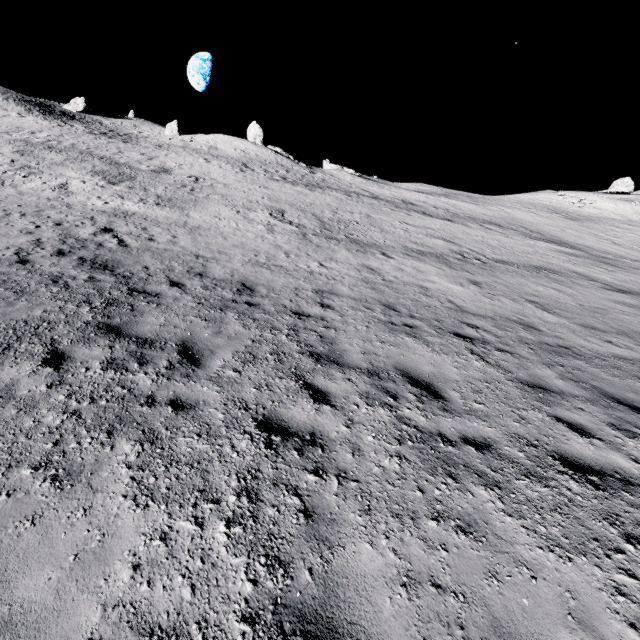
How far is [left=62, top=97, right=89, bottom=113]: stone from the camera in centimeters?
5181cm

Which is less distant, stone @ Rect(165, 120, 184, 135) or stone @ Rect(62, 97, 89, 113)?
stone @ Rect(62, 97, 89, 113)

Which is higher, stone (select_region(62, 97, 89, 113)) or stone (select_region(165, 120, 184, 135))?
stone (select_region(62, 97, 89, 113))

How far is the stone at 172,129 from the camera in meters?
53.7 m

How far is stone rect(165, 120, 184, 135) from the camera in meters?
53.7

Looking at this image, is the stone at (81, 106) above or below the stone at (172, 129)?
above

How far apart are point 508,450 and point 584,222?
50.03m
